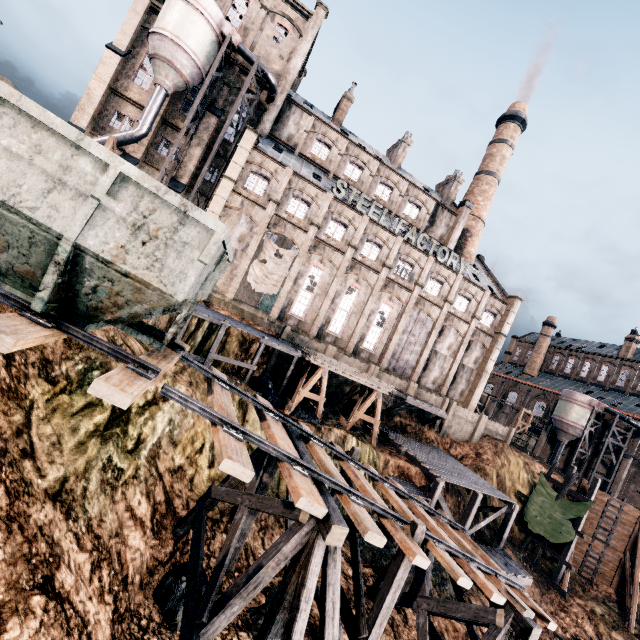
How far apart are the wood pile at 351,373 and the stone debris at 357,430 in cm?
350

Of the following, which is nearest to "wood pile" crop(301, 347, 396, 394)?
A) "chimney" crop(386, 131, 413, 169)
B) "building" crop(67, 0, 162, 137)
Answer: "building" crop(67, 0, 162, 137)

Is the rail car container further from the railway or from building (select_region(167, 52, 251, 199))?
building (select_region(167, 52, 251, 199))

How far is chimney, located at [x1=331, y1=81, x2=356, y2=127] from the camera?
39.28m

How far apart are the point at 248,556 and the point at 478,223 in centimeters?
4833cm

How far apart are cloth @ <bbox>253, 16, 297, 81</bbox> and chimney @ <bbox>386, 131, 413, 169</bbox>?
16.2 meters

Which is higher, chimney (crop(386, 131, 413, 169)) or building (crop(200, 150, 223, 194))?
chimney (crop(386, 131, 413, 169))

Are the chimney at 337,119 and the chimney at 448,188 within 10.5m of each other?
no
